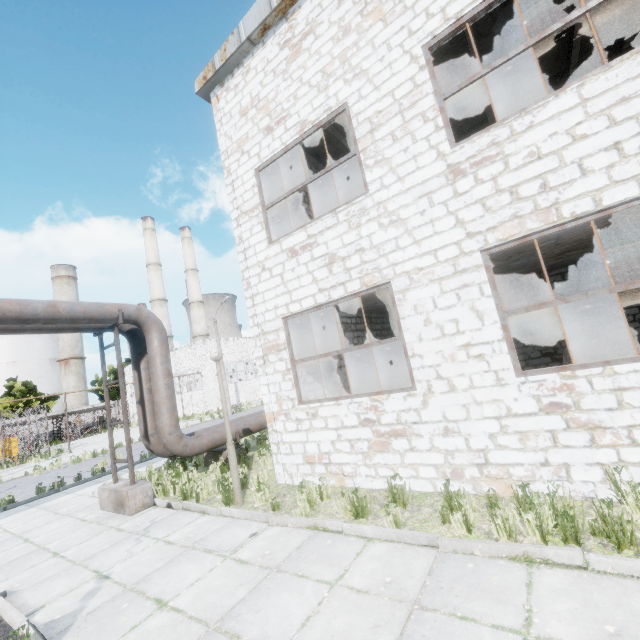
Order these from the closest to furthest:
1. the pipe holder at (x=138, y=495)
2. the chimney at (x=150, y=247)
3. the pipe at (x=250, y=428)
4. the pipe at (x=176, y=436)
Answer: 1. the pipe at (x=176, y=436)
2. the pipe holder at (x=138, y=495)
3. the pipe at (x=250, y=428)
4. the chimney at (x=150, y=247)

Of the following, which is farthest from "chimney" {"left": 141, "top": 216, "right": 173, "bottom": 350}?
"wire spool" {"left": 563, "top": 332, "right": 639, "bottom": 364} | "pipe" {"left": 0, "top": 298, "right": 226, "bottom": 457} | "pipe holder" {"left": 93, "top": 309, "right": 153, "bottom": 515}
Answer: "wire spool" {"left": 563, "top": 332, "right": 639, "bottom": 364}

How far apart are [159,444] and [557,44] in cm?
1851

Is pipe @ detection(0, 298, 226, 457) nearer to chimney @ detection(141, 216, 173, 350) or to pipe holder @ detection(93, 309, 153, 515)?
pipe holder @ detection(93, 309, 153, 515)

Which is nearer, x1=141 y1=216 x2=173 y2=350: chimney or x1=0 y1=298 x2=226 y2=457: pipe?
x1=0 y1=298 x2=226 y2=457: pipe

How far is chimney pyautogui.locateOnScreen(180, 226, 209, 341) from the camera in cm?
5684

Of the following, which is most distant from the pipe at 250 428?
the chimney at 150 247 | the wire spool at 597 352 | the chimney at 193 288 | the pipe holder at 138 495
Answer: the chimney at 193 288
